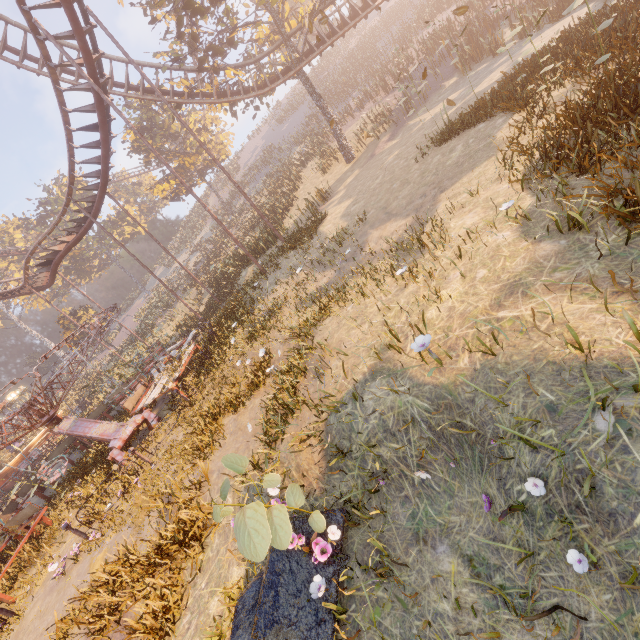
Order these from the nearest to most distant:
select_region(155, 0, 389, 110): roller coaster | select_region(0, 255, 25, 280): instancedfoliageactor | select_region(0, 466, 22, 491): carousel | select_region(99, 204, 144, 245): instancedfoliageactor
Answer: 1. select_region(155, 0, 389, 110): roller coaster
2. select_region(0, 466, 22, 491): carousel
3. select_region(0, 255, 25, 280): instancedfoliageactor
4. select_region(99, 204, 144, 245): instancedfoliageactor

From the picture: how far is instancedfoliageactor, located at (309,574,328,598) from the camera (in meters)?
3.29

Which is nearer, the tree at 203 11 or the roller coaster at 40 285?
the roller coaster at 40 285

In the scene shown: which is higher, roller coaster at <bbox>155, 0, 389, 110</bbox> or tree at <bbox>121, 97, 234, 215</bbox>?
tree at <bbox>121, 97, 234, 215</bbox>

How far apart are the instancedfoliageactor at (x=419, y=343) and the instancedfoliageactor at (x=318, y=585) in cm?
260

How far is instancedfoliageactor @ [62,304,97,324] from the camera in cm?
3781

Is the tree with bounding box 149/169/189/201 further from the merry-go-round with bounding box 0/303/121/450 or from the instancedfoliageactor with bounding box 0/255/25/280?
the instancedfoliageactor with bounding box 0/255/25/280

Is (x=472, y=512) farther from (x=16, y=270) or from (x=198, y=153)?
(x=16, y=270)
